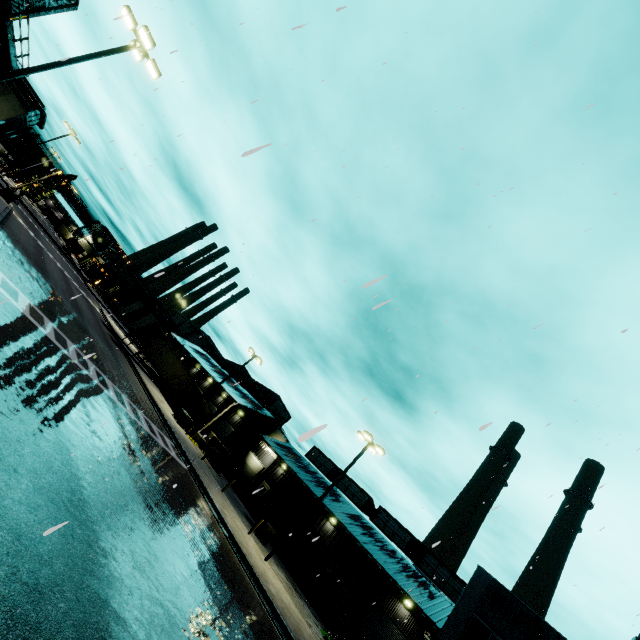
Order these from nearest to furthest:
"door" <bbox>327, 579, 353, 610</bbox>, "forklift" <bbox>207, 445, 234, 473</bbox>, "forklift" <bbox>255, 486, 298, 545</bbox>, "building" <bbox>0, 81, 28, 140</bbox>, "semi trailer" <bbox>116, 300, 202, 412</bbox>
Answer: "building" <bbox>0, 81, 28, 140</bbox> → "forklift" <bbox>255, 486, 298, 545</bbox> → "door" <bbox>327, 579, 353, 610</bbox> → "forklift" <bbox>207, 445, 234, 473</bbox> → "semi trailer" <bbox>116, 300, 202, 412</bbox>

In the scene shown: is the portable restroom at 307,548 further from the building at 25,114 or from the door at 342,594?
the door at 342,594

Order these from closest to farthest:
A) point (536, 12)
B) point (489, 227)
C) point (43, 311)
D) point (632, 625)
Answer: point (489, 227) → point (536, 12) → point (632, 625) → point (43, 311)

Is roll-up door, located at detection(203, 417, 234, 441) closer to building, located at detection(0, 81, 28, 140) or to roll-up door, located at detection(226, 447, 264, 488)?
building, located at detection(0, 81, 28, 140)

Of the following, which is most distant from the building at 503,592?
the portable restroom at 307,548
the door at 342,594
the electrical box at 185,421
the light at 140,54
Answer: the light at 140,54

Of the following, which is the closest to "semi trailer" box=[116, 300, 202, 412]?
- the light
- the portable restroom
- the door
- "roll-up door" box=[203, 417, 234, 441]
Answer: "roll-up door" box=[203, 417, 234, 441]

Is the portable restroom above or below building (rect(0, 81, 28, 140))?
below

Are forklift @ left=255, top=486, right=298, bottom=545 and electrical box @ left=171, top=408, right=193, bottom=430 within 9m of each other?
no
